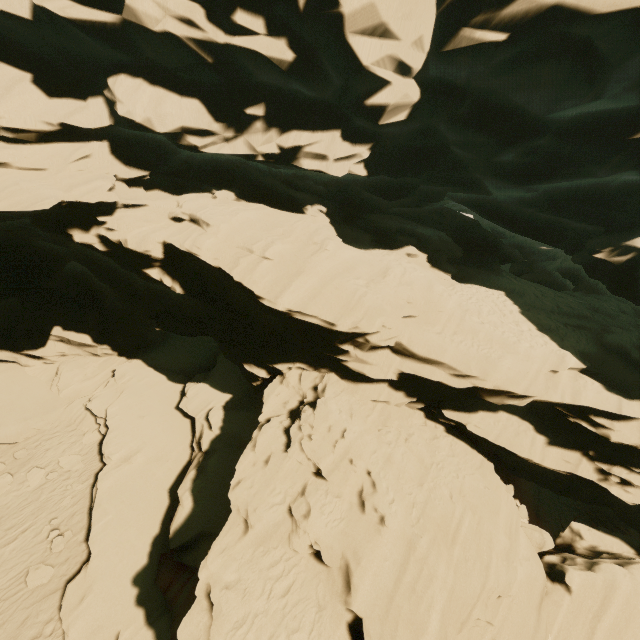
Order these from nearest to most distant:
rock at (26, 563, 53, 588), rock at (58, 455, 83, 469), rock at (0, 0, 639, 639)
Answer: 1. rock at (0, 0, 639, 639)
2. rock at (26, 563, 53, 588)
3. rock at (58, 455, 83, 469)

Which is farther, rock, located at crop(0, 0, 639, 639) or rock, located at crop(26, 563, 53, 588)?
rock, located at crop(26, 563, 53, 588)

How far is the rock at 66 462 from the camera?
14.7 meters

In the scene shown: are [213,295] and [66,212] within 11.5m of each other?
yes

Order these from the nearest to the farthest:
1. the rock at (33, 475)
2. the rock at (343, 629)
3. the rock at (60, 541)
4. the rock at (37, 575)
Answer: the rock at (343, 629), the rock at (37, 575), the rock at (60, 541), the rock at (33, 475)

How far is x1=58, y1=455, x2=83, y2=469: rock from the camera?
14.7m

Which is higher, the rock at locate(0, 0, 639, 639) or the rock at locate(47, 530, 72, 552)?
the rock at locate(0, 0, 639, 639)
